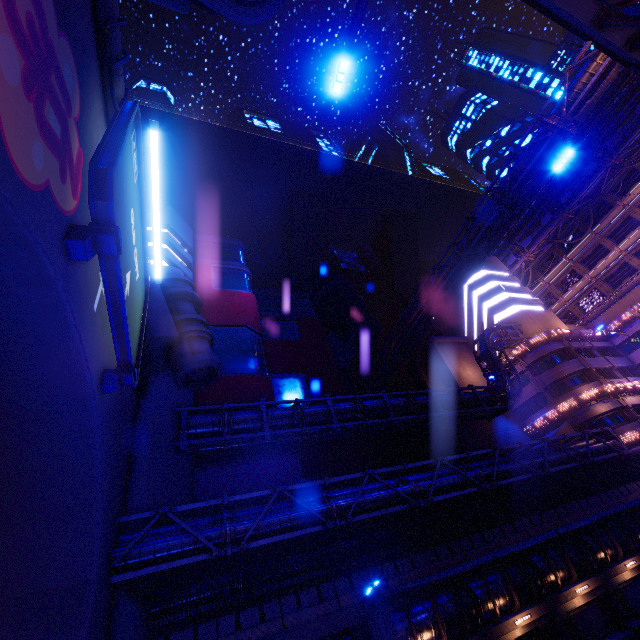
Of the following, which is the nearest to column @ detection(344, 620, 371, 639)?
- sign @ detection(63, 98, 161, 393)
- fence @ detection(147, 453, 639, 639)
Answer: fence @ detection(147, 453, 639, 639)

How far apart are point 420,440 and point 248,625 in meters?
40.9 m

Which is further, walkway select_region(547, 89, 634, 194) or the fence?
walkway select_region(547, 89, 634, 194)

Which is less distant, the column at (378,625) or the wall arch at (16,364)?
the wall arch at (16,364)

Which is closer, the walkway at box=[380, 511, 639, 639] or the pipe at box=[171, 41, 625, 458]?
the walkway at box=[380, 511, 639, 639]

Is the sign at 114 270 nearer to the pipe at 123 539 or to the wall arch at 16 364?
the wall arch at 16 364

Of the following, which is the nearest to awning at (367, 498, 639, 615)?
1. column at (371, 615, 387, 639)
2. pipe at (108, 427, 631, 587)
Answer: pipe at (108, 427, 631, 587)

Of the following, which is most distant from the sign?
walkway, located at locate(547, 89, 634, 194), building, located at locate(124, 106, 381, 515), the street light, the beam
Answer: walkway, located at locate(547, 89, 634, 194)
